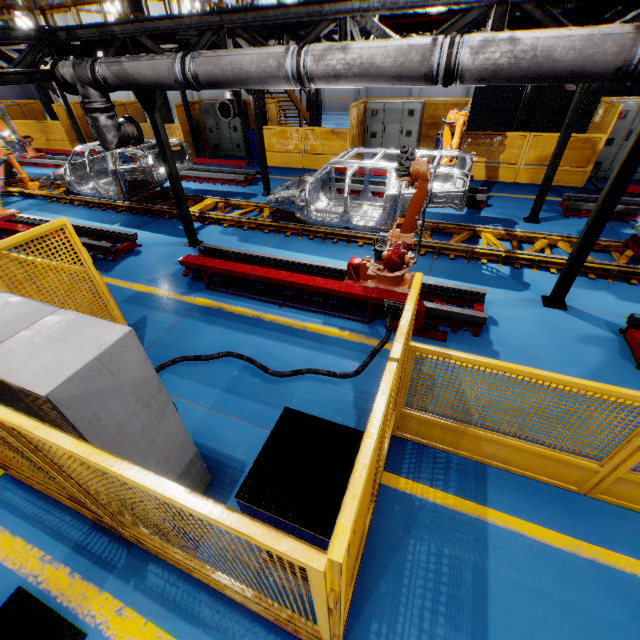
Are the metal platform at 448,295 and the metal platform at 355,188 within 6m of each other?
yes

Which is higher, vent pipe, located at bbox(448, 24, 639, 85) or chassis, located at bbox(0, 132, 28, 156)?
vent pipe, located at bbox(448, 24, 639, 85)

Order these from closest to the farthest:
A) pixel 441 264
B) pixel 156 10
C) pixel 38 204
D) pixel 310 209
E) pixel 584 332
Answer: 1. pixel 584 332
2. pixel 441 264
3. pixel 310 209
4. pixel 38 204
5. pixel 156 10

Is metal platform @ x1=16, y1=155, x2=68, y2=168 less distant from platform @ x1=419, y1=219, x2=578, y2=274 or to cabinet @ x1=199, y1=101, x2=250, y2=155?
platform @ x1=419, y1=219, x2=578, y2=274

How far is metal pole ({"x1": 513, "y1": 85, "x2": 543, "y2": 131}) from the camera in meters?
10.2 m

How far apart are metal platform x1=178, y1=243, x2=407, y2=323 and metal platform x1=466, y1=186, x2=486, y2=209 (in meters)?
4.88

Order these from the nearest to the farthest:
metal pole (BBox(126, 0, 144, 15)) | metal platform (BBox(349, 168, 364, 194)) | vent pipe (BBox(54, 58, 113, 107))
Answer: vent pipe (BBox(54, 58, 113, 107))
metal platform (BBox(349, 168, 364, 194))
metal pole (BBox(126, 0, 144, 15))

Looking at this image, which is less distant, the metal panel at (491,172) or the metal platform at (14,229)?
the metal platform at (14,229)
